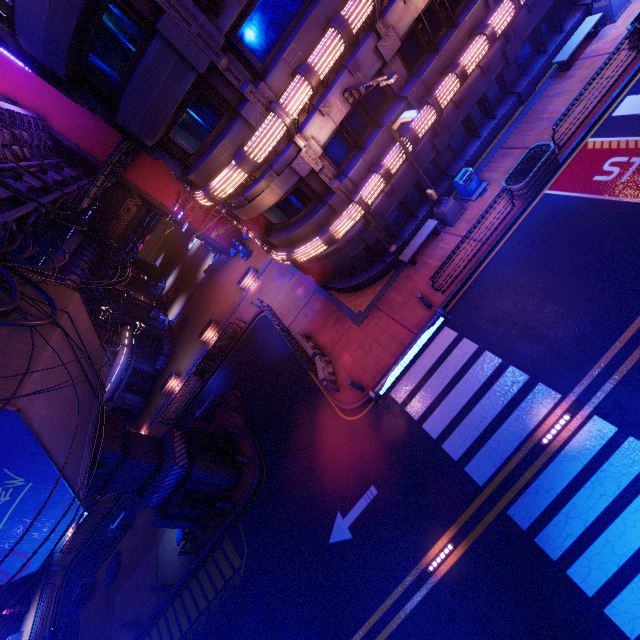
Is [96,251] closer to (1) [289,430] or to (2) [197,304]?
(2) [197,304]

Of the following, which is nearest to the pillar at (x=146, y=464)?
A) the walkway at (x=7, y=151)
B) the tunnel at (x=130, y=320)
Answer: the walkway at (x=7, y=151)

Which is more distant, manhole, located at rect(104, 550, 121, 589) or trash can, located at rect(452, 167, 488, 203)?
manhole, located at rect(104, 550, 121, 589)

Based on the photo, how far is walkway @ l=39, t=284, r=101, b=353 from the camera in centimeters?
1512cm

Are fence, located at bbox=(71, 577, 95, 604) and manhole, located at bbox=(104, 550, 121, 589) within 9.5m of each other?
yes

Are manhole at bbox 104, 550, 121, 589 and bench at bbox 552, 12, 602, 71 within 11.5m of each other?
no

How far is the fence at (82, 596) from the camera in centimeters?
2309cm

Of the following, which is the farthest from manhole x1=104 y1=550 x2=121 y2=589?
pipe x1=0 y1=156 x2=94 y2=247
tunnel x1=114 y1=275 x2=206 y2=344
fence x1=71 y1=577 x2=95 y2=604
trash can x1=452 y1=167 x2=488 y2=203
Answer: trash can x1=452 y1=167 x2=488 y2=203
